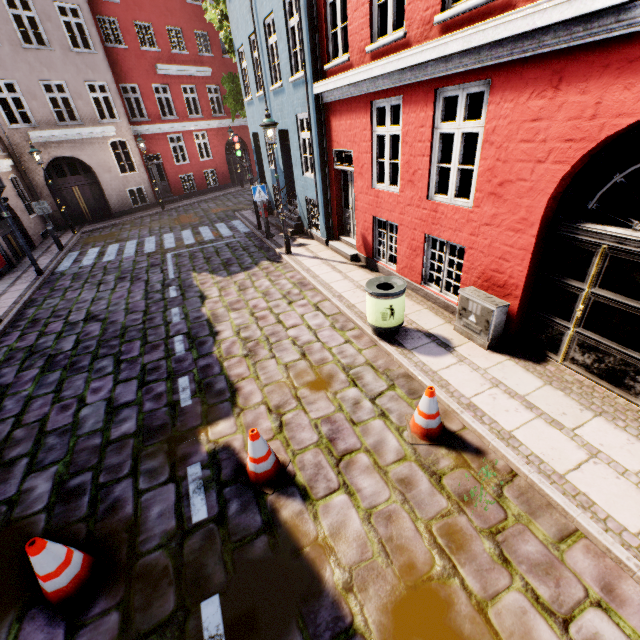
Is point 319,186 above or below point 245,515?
above

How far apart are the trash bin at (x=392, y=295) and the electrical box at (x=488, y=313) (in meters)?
0.91

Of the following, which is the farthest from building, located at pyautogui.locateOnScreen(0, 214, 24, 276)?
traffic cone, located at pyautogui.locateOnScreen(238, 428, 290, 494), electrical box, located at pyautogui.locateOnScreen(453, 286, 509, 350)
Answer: traffic cone, located at pyautogui.locateOnScreen(238, 428, 290, 494)

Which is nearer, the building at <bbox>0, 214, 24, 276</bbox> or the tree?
the building at <bbox>0, 214, 24, 276</bbox>

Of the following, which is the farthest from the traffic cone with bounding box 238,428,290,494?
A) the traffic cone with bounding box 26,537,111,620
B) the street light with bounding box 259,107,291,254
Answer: the street light with bounding box 259,107,291,254

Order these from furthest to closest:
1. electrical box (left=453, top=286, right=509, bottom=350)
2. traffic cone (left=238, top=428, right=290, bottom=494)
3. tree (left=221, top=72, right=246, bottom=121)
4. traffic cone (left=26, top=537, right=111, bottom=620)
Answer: tree (left=221, top=72, right=246, bottom=121), electrical box (left=453, top=286, right=509, bottom=350), traffic cone (left=238, top=428, right=290, bottom=494), traffic cone (left=26, top=537, right=111, bottom=620)

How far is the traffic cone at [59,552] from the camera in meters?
2.9 m

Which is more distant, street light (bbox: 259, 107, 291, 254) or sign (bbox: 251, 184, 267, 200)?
sign (bbox: 251, 184, 267, 200)
